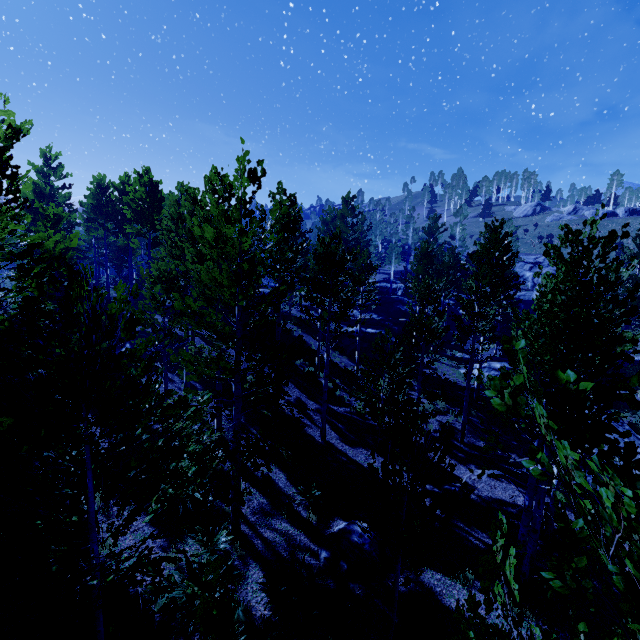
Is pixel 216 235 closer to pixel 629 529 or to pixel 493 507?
pixel 629 529

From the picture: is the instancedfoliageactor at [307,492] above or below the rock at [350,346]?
below

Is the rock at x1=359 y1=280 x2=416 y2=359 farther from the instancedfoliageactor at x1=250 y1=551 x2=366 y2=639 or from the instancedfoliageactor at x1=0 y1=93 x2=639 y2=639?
the instancedfoliageactor at x1=250 y1=551 x2=366 y2=639

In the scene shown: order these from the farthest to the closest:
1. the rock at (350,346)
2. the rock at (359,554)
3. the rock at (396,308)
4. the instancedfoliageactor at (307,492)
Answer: the rock at (396,308) → the rock at (350,346) → the instancedfoliageactor at (307,492) → the rock at (359,554)

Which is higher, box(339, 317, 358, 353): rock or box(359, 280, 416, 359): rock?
box(359, 280, 416, 359): rock

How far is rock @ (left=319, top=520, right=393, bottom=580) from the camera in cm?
823

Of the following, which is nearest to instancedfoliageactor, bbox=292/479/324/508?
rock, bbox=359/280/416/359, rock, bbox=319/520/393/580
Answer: rock, bbox=359/280/416/359

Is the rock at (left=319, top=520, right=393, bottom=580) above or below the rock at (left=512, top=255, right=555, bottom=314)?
below
